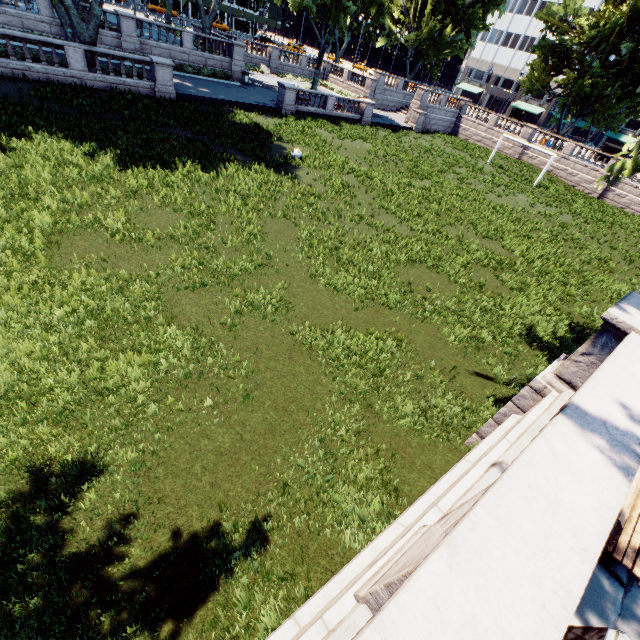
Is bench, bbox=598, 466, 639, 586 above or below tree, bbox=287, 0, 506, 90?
below

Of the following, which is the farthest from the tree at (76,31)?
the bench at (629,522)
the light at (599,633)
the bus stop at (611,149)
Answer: the bus stop at (611,149)

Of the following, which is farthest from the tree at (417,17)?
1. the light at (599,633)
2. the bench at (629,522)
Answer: the bench at (629,522)

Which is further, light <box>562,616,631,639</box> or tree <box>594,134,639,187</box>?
tree <box>594,134,639,187</box>

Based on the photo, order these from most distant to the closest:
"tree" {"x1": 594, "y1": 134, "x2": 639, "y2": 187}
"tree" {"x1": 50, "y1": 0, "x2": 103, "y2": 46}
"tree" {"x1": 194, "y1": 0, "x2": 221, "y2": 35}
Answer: "tree" {"x1": 194, "y1": 0, "x2": 221, "y2": 35} → "tree" {"x1": 50, "y1": 0, "x2": 103, "y2": 46} → "tree" {"x1": 594, "y1": 134, "x2": 639, "y2": 187}

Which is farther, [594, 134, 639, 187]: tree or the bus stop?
the bus stop

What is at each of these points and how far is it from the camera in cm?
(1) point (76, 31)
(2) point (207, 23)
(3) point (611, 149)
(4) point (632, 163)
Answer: (1) tree, 1998
(2) tree, 3284
(3) bus stop, 4731
(4) tree, 837

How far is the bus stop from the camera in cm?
4716
